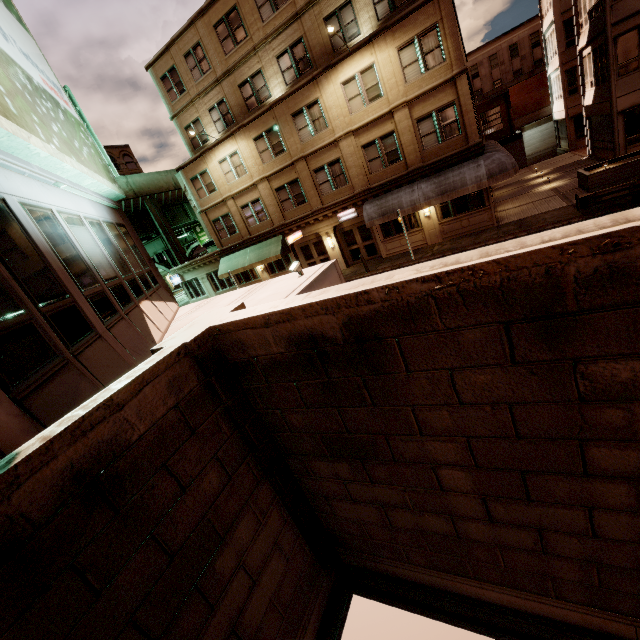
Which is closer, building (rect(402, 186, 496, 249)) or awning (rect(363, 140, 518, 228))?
awning (rect(363, 140, 518, 228))

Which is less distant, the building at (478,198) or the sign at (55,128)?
the sign at (55,128)

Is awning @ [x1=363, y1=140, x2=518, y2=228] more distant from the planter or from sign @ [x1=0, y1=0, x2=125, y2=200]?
sign @ [x1=0, y1=0, x2=125, y2=200]

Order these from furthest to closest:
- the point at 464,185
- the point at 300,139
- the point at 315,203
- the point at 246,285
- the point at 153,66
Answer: the point at 246,285, the point at 153,66, the point at 315,203, the point at 300,139, the point at 464,185

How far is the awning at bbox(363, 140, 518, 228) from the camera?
16.6 meters

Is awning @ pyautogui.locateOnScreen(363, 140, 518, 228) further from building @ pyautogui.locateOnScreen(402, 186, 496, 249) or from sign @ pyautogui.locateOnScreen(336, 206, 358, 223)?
sign @ pyautogui.locateOnScreen(336, 206, 358, 223)

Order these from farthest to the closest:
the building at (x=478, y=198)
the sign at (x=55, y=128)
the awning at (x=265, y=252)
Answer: the awning at (x=265, y=252), the building at (x=478, y=198), the sign at (x=55, y=128)

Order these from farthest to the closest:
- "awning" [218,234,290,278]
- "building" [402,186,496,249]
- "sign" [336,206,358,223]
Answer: "awning" [218,234,290,278] → "sign" [336,206,358,223] → "building" [402,186,496,249]
